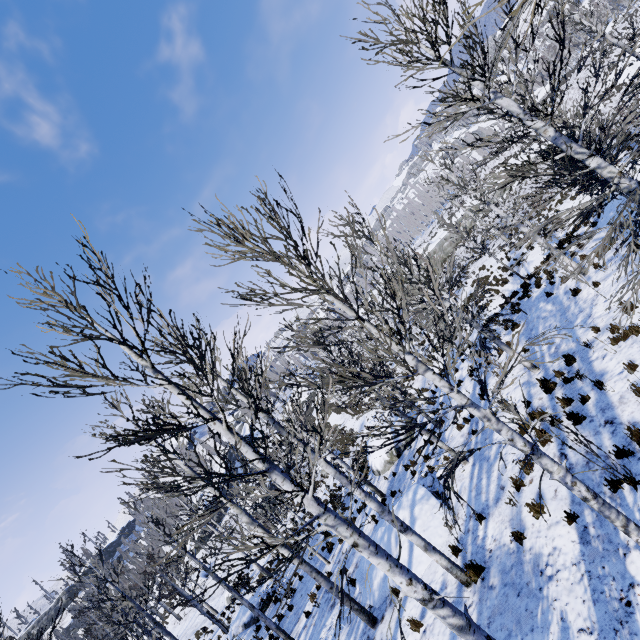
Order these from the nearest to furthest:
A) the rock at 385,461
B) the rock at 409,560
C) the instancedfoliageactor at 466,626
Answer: the instancedfoliageactor at 466,626 < the rock at 409,560 < the rock at 385,461

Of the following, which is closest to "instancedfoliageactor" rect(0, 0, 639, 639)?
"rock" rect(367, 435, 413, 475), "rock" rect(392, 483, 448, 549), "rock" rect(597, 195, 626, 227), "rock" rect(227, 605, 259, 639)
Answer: "rock" rect(392, 483, 448, 549)

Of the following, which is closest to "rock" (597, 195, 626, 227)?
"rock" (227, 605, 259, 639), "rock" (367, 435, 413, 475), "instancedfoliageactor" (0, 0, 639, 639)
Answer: "instancedfoliageactor" (0, 0, 639, 639)

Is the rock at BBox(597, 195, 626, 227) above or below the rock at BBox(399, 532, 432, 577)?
below

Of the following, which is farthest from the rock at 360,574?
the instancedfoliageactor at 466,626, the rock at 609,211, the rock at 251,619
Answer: the rock at 609,211

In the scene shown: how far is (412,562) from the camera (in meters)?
9.25

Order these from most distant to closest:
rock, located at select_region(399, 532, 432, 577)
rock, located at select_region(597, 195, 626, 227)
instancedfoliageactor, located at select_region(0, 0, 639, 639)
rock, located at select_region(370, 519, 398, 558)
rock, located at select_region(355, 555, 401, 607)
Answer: rock, located at select_region(597, 195, 626, 227)
rock, located at select_region(370, 519, 398, 558)
rock, located at select_region(355, 555, 401, 607)
rock, located at select_region(399, 532, 432, 577)
instancedfoliageactor, located at select_region(0, 0, 639, 639)

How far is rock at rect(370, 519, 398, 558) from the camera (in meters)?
10.30
